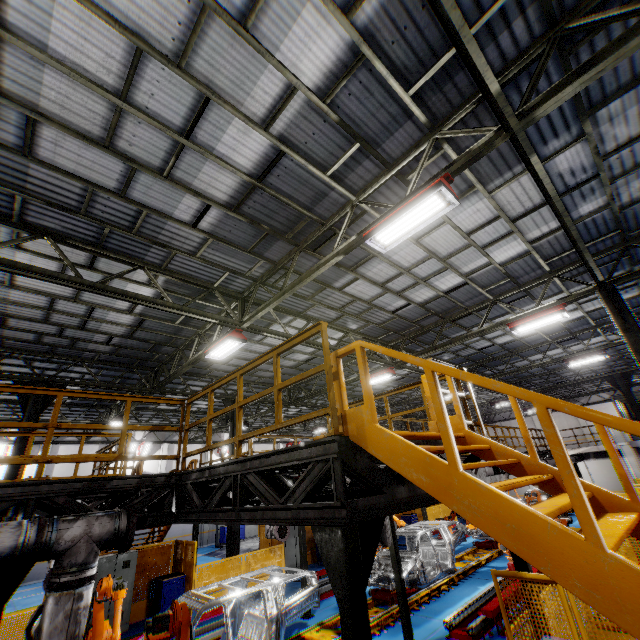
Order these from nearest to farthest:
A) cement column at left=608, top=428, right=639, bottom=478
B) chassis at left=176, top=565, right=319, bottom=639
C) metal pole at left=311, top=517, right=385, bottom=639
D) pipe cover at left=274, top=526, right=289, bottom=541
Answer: metal pole at left=311, top=517, right=385, bottom=639 < chassis at left=176, top=565, right=319, bottom=639 < pipe cover at left=274, top=526, right=289, bottom=541 < cement column at left=608, top=428, right=639, bottom=478

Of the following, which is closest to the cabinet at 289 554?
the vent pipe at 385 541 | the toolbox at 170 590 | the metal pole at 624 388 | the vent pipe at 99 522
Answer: the toolbox at 170 590

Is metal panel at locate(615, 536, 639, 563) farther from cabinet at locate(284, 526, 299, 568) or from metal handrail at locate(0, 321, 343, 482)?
metal handrail at locate(0, 321, 343, 482)

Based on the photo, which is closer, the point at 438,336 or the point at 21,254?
the point at 21,254

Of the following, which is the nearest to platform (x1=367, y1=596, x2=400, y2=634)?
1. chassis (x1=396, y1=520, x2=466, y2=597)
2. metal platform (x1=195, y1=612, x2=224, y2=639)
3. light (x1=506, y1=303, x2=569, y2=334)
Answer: chassis (x1=396, y1=520, x2=466, y2=597)

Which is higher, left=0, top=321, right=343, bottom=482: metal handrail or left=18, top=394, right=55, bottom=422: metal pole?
left=18, top=394, right=55, bottom=422: metal pole

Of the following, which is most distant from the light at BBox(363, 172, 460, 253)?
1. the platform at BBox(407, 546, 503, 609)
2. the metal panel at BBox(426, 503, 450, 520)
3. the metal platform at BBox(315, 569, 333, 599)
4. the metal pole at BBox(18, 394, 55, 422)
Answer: the metal pole at BBox(18, 394, 55, 422)

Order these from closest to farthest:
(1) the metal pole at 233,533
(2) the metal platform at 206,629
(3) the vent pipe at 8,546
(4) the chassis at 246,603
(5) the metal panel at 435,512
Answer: (3) the vent pipe at 8,546 → (4) the chassis at 246,603 → (2) the metal platform at 206,629 → (1) the metal pole at 233,533 → (5) the metal panel at 435,512
